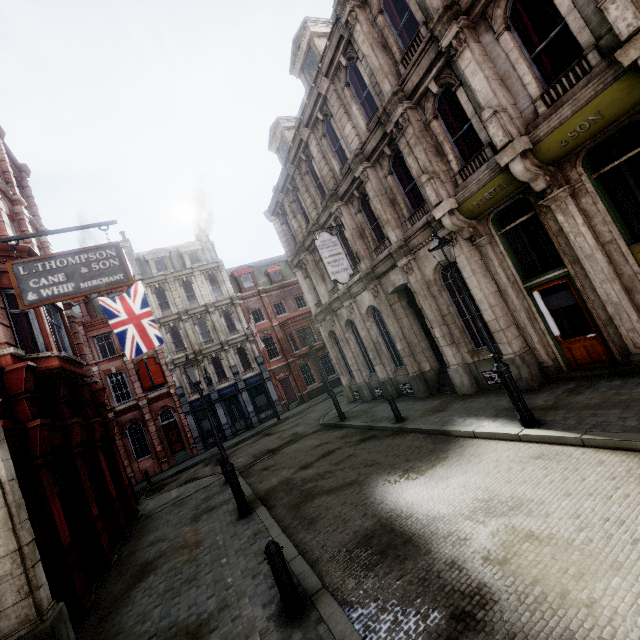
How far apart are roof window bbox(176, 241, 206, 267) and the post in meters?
31.3 m

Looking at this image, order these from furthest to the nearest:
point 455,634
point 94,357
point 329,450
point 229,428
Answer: point 229,428
point 94,357
point 329,450
point 455,634

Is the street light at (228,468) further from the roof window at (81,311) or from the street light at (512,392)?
the roof window at (81,311)

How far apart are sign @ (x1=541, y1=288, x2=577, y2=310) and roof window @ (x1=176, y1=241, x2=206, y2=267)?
→ 30.4 meters

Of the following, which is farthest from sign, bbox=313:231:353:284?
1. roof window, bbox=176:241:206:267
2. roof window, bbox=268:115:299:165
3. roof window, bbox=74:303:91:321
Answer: roof window, bbox=74:303:91:321

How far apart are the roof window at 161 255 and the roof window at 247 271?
5.4m

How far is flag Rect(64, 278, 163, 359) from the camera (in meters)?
13.55

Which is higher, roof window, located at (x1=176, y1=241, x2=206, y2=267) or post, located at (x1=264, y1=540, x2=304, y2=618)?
roof window, located at (x1=176, y1=241, x2=206, y2=267)
